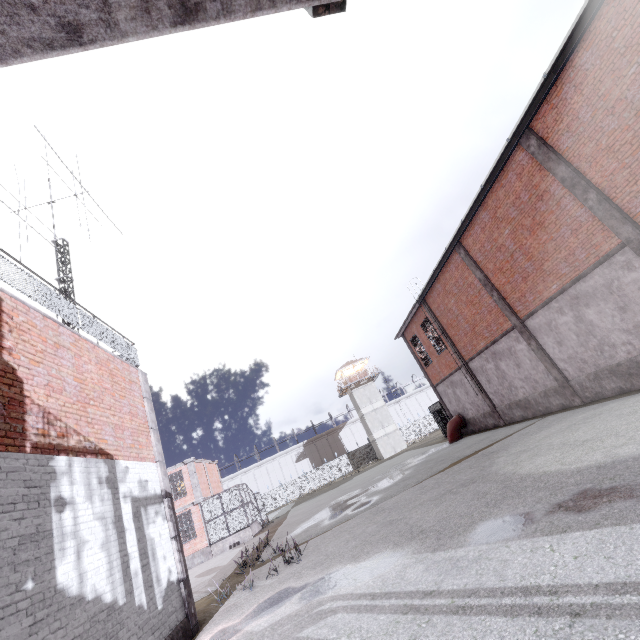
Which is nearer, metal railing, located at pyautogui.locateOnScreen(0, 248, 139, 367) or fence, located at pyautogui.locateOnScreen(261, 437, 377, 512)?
metal railing, located at pyautogui.locateOnScreen(0, 248, 139, 367)

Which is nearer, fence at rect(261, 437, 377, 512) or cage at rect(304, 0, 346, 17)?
cage at rect(304, 0, 346, 17)

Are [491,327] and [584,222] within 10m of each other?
yes

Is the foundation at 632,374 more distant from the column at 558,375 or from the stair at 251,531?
the stair at 251,531

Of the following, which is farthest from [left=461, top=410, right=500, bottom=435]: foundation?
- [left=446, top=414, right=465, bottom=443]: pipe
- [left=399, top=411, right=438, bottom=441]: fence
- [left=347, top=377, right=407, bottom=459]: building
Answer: [left=347, top=377, right=407, bottom=459]: building

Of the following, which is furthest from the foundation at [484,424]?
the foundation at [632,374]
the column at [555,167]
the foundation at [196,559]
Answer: the foundation at [196,559]

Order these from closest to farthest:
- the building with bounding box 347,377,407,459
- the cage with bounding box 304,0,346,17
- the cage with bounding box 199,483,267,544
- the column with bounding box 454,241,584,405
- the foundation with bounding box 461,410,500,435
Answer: the cage with bounding box 304,0,346,17 < the column with bounding box 454,241,584,405 < the foundation with bounding box 461,410,500,435 < the cage with bounding box 199,483,267,544 < the building with bounding box 347,377,407,459

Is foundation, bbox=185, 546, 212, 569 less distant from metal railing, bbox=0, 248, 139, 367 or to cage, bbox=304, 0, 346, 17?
cage, bbox=304, 0, 346, 17
